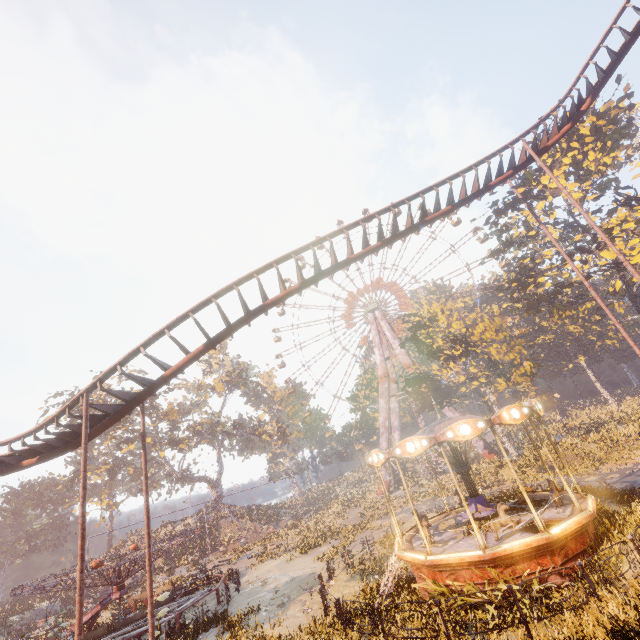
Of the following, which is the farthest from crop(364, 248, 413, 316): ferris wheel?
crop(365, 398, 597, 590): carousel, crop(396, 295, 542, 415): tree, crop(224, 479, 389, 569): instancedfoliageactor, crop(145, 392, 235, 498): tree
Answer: crop(365, 398, 597, 590): carousel

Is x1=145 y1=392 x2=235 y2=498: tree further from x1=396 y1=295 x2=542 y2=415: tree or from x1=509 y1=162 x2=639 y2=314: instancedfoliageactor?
x1=509 y1=162 x2=639 y2=314: instancedfoliageactor

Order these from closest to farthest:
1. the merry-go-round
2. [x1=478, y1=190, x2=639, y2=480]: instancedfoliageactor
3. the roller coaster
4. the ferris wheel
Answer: the roller coaster
the merry-go-round
[x1=478, y1=190, x2=639, y2=480]: instancedfoliageactor
the ferris wheel

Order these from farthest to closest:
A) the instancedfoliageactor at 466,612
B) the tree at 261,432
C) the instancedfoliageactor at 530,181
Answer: the tree at 261,432 → the instancedfoliageactor at 530,181 → the instancedfoliageactor at 466,612

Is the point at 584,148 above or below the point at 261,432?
above

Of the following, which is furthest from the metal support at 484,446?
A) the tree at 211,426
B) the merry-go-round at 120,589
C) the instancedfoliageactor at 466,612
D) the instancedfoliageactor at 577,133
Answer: the instancedfoliageactor at 466,612

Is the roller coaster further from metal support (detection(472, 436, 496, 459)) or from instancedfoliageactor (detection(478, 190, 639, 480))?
metal support (detection(472, 436, 496, 459))

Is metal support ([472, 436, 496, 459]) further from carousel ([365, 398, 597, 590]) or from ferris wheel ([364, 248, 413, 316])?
carousel ([365, 398, 597, 590])
